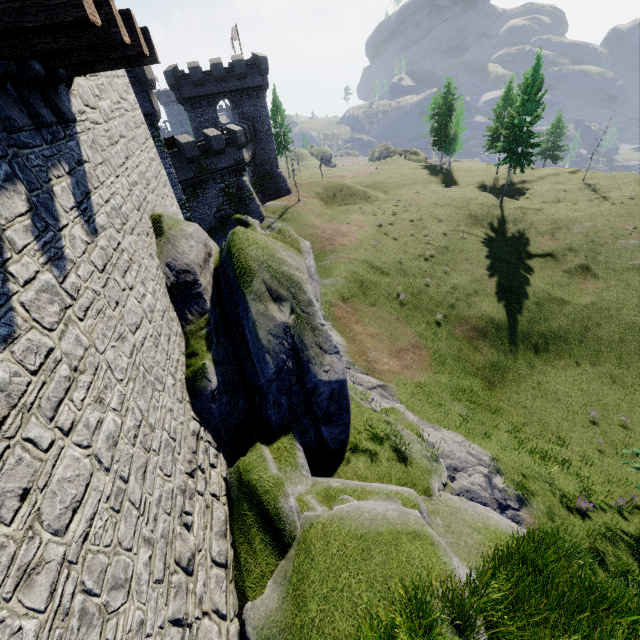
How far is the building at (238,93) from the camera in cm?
3662

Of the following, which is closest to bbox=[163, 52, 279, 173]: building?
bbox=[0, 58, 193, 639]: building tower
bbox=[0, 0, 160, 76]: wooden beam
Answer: bbox=[0, 58, 193, 639]: building tower

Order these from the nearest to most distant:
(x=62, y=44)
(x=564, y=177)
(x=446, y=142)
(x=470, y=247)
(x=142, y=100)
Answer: (x=62, y=44) < (x=142, y=100) < (x=470, y=247) < (x=564, y=177) < (x=446, y=142)

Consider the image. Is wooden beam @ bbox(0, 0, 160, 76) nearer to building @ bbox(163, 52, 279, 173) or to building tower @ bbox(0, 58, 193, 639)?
building tower @ bbox(0, 58, 193, 639)

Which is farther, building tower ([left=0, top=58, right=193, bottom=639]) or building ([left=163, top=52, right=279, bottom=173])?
building ([left=163, top=52, right=279, bottom=173])

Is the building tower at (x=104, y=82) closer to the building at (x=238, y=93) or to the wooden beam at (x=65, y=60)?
the wooden beam at (x=65, y=60)

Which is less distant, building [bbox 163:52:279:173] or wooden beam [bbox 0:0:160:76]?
wooden beam [bbox 0:0:160:76]

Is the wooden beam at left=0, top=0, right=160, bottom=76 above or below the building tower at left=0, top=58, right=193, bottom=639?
above
